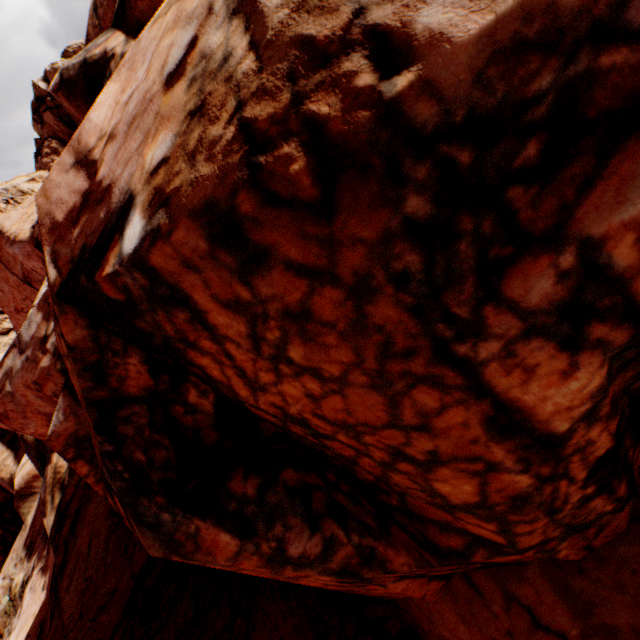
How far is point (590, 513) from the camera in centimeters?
349cm
